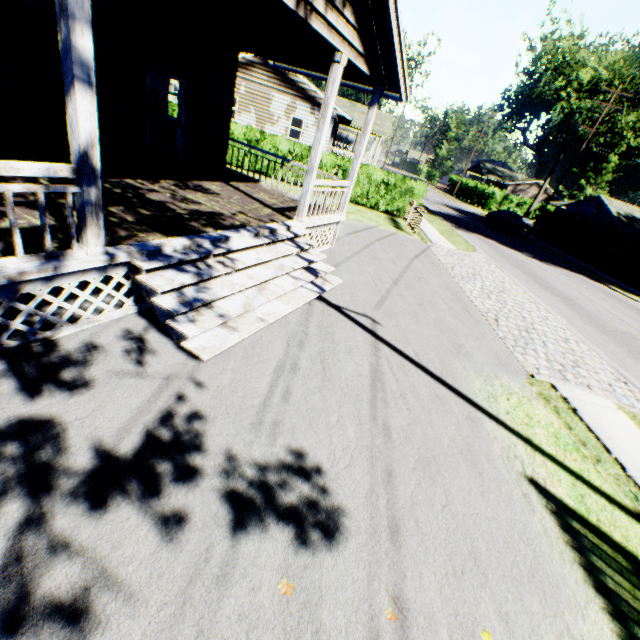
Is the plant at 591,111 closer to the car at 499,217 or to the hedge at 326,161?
the car at 499,217

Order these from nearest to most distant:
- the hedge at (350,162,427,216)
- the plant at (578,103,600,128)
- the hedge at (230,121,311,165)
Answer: the hedge at (230,121,311,165), the hedge at (350,162,427,216), the plant at (578,103,600,128)

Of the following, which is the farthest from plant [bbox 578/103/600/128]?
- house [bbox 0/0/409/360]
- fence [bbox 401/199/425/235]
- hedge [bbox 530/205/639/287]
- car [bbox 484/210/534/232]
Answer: house [bbox 0/0/409/360]

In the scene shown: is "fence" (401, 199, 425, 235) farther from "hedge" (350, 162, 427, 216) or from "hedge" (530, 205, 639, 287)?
"hedge" (530, 205, 639, 287)

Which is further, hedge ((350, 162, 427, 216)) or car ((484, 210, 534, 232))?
car ((484, 210, 534, 232))

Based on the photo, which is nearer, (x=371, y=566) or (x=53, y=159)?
(x=371, y=566)

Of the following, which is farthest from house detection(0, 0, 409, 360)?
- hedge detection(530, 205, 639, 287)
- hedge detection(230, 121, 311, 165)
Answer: hedge detection(530, 205, 639, 287)

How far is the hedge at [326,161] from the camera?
17.8m
